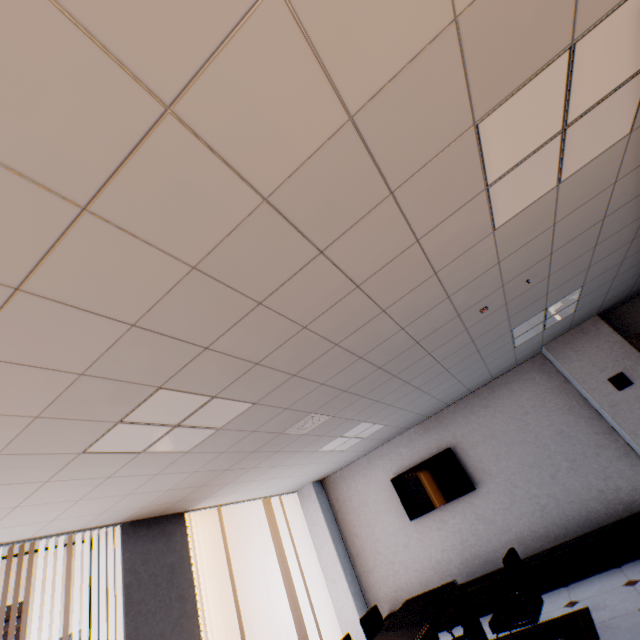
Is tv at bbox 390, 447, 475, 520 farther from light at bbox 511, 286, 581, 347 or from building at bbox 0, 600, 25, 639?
building at bbox 0, 600, 25, 639

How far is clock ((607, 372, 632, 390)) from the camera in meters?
5.1

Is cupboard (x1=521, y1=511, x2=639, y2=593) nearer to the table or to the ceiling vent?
the table

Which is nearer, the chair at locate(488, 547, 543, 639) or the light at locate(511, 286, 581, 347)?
the chair at locate(488, 547, 543, 639)

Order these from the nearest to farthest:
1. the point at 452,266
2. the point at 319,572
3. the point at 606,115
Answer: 1. the point at 606,115
2. the point at 452,266
3. the point at 319,572

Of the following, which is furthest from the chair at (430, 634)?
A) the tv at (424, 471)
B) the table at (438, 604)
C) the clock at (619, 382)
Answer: the clock at (619, 382)

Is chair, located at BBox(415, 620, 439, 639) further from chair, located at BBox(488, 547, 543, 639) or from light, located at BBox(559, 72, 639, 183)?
light, located at BBox(559, 72, 639, 183)

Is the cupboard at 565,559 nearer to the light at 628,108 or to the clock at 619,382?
the clock at 619,382
